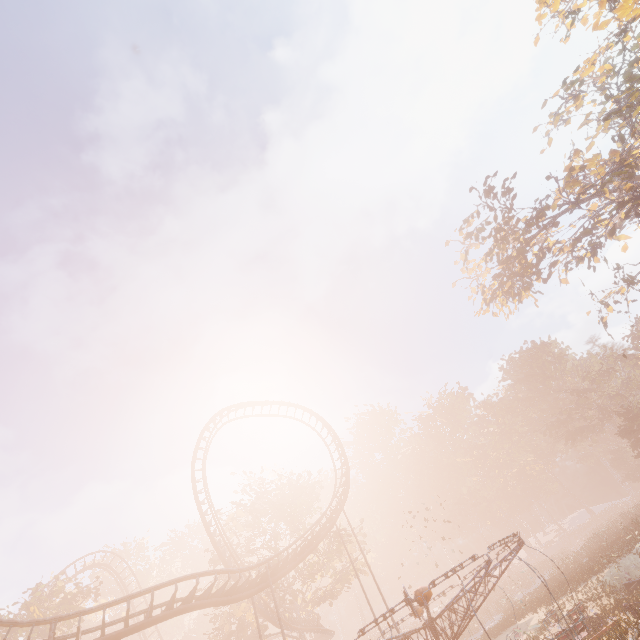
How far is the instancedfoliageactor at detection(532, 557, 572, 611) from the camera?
20.9m

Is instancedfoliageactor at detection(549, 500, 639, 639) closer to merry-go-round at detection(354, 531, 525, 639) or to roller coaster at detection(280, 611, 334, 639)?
merry-go-round at detection(354, 531, 525, 639)

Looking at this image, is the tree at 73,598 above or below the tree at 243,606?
above

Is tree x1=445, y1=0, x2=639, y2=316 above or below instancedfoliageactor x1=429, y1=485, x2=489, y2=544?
above

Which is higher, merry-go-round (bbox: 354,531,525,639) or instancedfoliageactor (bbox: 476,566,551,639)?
merry-go-round (bbox: 354,531,525,639)

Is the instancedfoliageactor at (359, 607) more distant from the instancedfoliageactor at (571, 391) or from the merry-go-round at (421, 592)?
the merry-go-round at (421, 592)

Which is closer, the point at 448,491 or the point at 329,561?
the point at 329,561

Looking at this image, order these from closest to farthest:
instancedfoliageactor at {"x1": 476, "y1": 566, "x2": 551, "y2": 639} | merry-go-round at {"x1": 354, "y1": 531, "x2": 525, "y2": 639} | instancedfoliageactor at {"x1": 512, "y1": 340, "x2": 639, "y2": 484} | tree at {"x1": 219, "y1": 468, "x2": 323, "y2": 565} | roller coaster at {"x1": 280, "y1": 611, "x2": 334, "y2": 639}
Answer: merry-go-round at {"x1": 354, "y1": 531, "x2": 525, "y2": 639} < instancedfoliageactor at {"x1": 476, "y1": 566, "x2": 551, "y2": 639} < roller coaster at {"x1": 280, "y1": 611, "x2": 334, "y2": 639} < tree at {"x1": 219, "y1": 468, "x2": 323, "y2": 565} < instancedfoliageactor at {"x1": 512, "y1": 340, "x2": 639, "y2": 484}
